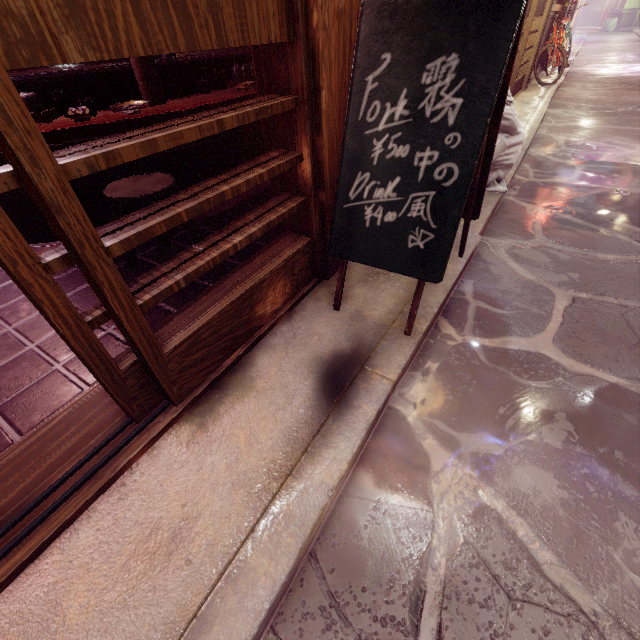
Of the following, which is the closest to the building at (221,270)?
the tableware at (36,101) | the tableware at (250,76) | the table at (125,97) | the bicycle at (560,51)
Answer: the table at (125,97)

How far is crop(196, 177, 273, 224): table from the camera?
5.9 meters

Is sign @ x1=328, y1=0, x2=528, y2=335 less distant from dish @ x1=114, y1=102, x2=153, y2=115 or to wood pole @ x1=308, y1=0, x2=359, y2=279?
wood pole @ x1=308, y1=0, x2=359, y2=279

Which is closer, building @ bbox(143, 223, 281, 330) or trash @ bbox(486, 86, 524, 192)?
building @ bbox(143, 223, 281, 330)

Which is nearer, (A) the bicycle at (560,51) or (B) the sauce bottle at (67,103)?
(B) the sauce bottle at (67,103)

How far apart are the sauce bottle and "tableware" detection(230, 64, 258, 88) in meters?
2.8

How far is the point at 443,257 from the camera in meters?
3.0 m

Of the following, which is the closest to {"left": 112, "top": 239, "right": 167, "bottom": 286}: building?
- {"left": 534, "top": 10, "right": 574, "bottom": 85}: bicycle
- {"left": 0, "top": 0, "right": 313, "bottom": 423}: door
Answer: {"left": 0, "top": 0, "right": 313, "bottom": 423}: door
